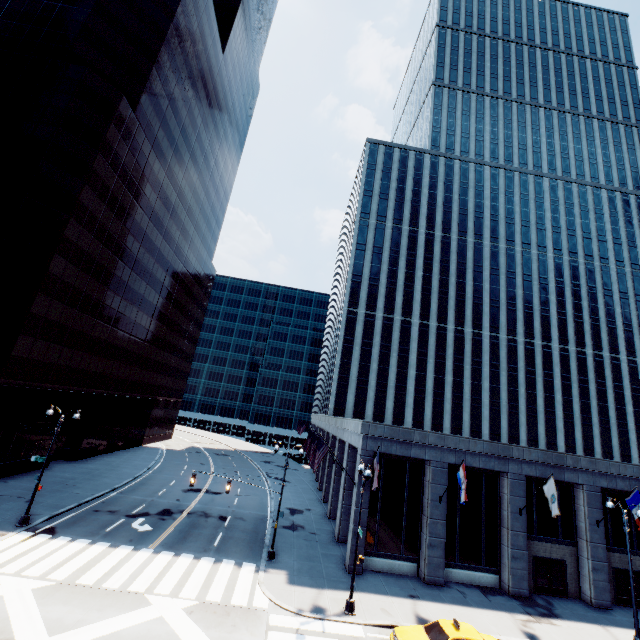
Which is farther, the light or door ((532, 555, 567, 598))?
door ((532, 555, 567, 598))

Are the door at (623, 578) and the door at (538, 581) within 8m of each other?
yes

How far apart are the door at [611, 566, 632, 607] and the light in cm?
2060

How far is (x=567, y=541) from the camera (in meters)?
23.97

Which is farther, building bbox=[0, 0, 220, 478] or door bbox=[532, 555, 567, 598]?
building bbox=[0, 0, 220, 478]

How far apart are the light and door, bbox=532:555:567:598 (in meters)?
14.72

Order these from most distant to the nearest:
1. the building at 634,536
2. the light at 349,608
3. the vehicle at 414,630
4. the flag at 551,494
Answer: the building at 634,536 → the flag at 551,494 → the light at 349,608 → the vehicle at 414,630

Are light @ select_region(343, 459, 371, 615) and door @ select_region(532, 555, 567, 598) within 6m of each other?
no
